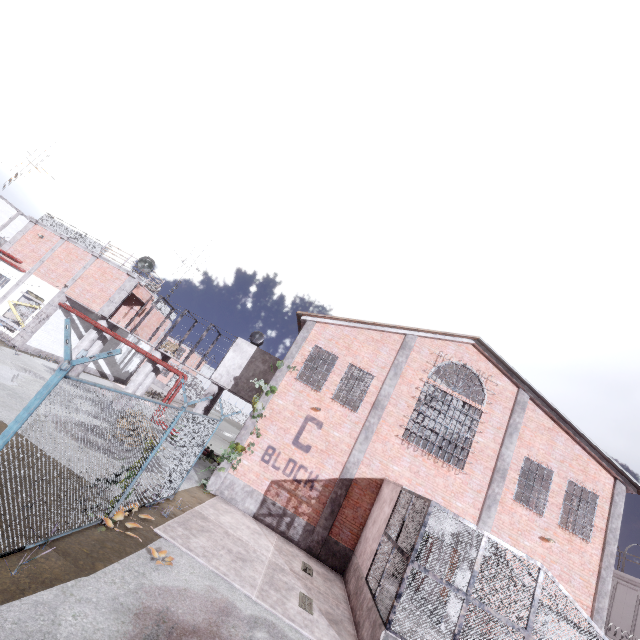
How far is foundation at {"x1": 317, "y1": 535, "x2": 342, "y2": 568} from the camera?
13.0m

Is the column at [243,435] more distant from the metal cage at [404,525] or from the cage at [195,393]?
the metal cage at [404,525]

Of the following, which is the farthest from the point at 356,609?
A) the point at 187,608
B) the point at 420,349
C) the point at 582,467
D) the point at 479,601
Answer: the point at 582,467

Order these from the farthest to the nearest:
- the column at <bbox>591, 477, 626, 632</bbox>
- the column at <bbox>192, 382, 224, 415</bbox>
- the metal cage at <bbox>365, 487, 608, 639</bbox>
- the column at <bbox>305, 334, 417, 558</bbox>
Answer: the column at <bbox>192, 382, 224, 415</bbox> → the column at <bbox>305, 334, 417, 558</bbox> → the column at <bbox>591, 477, 626, 632</bbox> → the metal cage at <bbox>365, 487, 608, 639</bbox>

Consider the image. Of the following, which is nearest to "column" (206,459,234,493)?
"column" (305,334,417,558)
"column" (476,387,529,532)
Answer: "column" (305,334,417,558)

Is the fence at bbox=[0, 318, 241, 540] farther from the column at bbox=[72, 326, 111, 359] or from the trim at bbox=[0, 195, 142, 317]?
the column at bbox=[72, 326, 111, 359]

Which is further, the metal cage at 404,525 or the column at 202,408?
the column at 202,408

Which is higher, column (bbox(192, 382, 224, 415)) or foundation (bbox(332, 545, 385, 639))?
column (bbox(192, 382, 224, 415))
